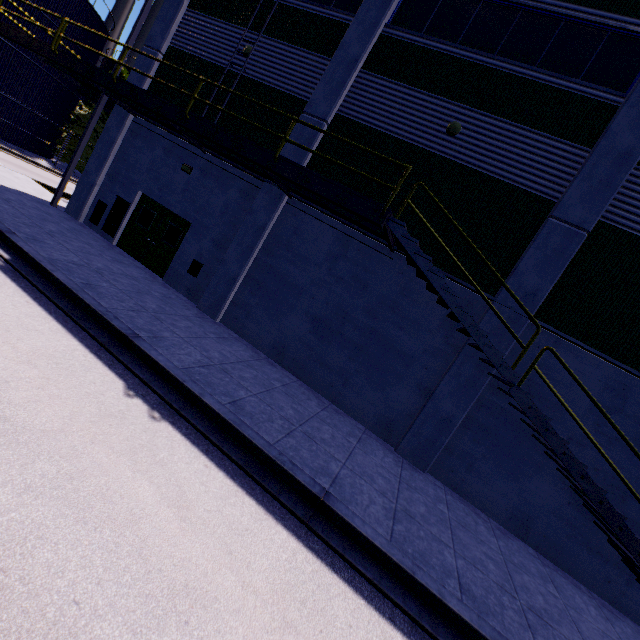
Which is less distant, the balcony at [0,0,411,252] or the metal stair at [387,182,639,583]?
the metal stair at [387,182,639,583]

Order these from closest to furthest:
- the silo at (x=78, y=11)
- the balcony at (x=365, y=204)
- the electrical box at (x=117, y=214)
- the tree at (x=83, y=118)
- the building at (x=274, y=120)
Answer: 1. the balcony at (x=365, y=204)
2. the building at (x=274, y=120)
3. the electrical box at (x=117, y=214)
4. the silo at (x=78, y=11)
5. the tree at (x=83, y=118)

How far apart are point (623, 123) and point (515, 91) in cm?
270

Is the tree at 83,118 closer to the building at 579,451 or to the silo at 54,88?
the silo at 54,88

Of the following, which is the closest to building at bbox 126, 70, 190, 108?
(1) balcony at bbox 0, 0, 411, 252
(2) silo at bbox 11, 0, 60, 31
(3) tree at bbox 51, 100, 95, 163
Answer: (1) balcony at bbox 0, 0, 411, 252

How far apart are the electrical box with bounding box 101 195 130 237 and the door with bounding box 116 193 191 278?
0.1m

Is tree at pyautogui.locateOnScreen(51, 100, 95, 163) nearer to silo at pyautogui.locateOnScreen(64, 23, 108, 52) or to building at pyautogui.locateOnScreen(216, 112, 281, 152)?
silo at pyautogui.locateOnScreen(64, 23, 108, 52)
